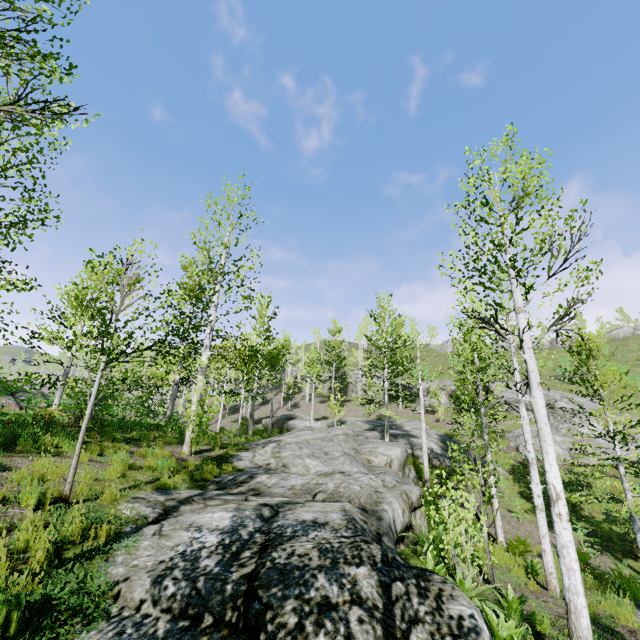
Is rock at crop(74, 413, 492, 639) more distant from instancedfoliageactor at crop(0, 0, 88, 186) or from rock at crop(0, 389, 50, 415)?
rock at crop(0, 389, 50, 415)

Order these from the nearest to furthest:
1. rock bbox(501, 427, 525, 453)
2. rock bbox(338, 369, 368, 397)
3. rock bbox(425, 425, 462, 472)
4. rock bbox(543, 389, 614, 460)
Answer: rock bbox(425, 425, 462, 472)
rock bbox(543, 389, 614, 460)
rock bbox(501, 427, 525, 453)
rock bbox(338, 369, 368, 397)

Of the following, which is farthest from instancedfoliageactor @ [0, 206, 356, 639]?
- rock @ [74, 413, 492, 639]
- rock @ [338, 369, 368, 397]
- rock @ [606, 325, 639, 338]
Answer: rock @ [606, 325, 639, 338]

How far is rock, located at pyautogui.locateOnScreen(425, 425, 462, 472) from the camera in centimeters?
2039cm

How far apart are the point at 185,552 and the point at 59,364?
10.23m

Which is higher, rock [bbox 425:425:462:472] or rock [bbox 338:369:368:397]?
rock [bbox 338:369:368:397]

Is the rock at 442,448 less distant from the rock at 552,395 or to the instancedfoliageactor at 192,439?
the instancedfoliageactor at 192,439

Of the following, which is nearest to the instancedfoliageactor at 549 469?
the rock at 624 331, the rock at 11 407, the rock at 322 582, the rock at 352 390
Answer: the rock at 322 582
